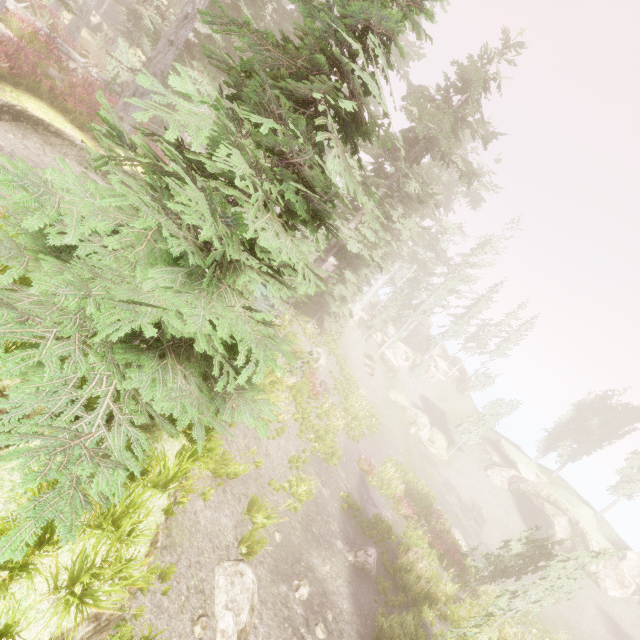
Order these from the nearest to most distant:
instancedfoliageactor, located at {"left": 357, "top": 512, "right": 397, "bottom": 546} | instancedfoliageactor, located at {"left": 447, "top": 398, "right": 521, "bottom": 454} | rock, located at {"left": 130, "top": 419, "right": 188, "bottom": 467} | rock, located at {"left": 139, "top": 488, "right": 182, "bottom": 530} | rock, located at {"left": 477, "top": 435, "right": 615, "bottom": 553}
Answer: rock, located at {"left": 139, "top": 488, "right": 182, "bottom": 530} → rock, located at {"left": 130, "top": 419, "right": 188, "bottom": 467} → instancedfoliageactor, located at {"left": 357, "top": 512, "right": 397, "bottom": 546} → rock, located at {"left": 477, "top": 435, "right": 615, "bottom": 553} → instancedfoliageactor, located at {"left": 447, "top": 398, "right": 521, "bottom": 454}

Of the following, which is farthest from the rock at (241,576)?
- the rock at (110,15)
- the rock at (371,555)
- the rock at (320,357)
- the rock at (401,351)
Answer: the rock at (110,15)

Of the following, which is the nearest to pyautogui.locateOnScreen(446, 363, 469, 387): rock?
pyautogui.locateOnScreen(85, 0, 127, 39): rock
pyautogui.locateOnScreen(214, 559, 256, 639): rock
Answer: pyautogui.locateOnScreen(85, 0, 127, 39): rock

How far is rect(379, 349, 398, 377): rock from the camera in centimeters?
4422cm

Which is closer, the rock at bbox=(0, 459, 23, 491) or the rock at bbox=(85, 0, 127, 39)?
the rock at bbox=(0, 459, 23, 491)

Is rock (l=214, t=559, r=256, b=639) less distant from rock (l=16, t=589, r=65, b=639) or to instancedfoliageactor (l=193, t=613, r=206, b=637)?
instancedfoliageactor (l=193, t=613, r=206, b=637)

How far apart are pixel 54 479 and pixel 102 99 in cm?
527

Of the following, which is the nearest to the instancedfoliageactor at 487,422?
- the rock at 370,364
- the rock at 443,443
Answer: the rock at 443,443
